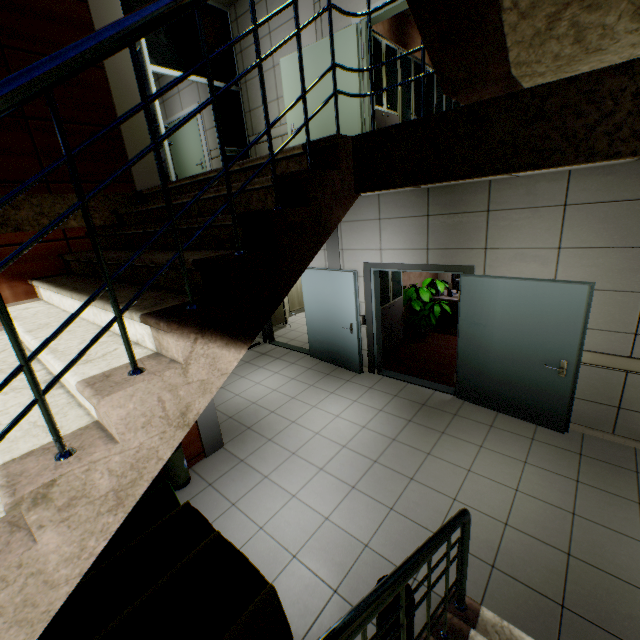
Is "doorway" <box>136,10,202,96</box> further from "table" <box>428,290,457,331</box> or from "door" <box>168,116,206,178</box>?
"table" <box>428,290,457,331</box>

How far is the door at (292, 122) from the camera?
5.4 meters

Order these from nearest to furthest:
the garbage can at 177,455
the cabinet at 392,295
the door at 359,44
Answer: the garbage can at 177,455, the door at 359,44, the cabinet at 392,295

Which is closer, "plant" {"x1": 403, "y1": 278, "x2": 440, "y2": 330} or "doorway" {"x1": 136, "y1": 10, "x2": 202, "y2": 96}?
"doorway" {"x1": 136, "y1": 10, "x2": 202, "y2": 96}

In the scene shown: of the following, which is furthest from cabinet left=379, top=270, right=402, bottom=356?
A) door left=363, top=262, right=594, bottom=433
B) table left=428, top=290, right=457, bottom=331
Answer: table left=428, top=290, right=457, bottom=331

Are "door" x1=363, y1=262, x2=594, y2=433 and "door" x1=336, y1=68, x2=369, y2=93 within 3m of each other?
yes

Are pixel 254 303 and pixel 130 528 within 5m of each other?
yes

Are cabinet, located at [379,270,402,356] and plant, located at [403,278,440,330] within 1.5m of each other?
yes
